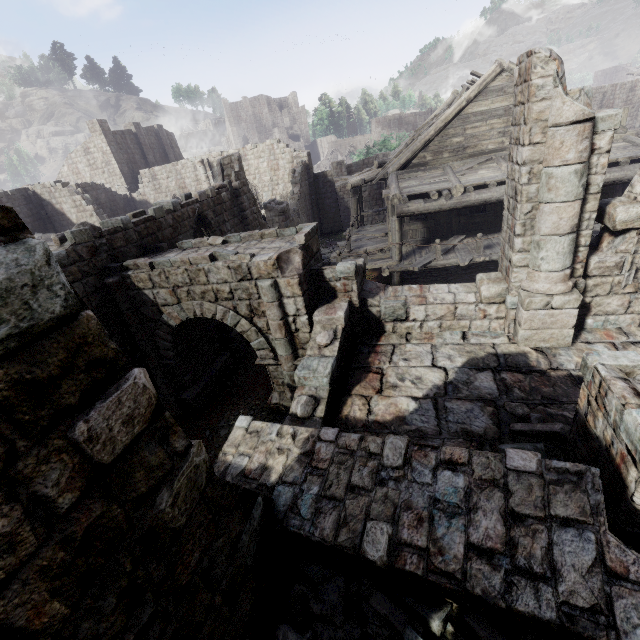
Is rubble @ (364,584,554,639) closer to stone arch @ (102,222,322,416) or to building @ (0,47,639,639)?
building @ (0,47,639,639)

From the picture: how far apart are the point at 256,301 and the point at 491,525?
6.29m

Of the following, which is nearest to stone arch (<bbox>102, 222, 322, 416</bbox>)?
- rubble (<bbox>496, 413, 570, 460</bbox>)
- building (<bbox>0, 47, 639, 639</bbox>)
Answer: building (<bbox>0, 47, 639, 639</bbox>)

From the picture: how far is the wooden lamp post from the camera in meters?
12.5 m

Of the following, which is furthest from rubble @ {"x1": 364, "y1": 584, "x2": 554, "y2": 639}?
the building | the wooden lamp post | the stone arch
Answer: the wooden lamp post

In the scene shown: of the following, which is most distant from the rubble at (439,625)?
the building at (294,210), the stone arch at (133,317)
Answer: the stone arch at (133,317)

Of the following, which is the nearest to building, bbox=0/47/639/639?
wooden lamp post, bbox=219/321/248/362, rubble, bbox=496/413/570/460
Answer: rubble, bbox=496/413/570/460
